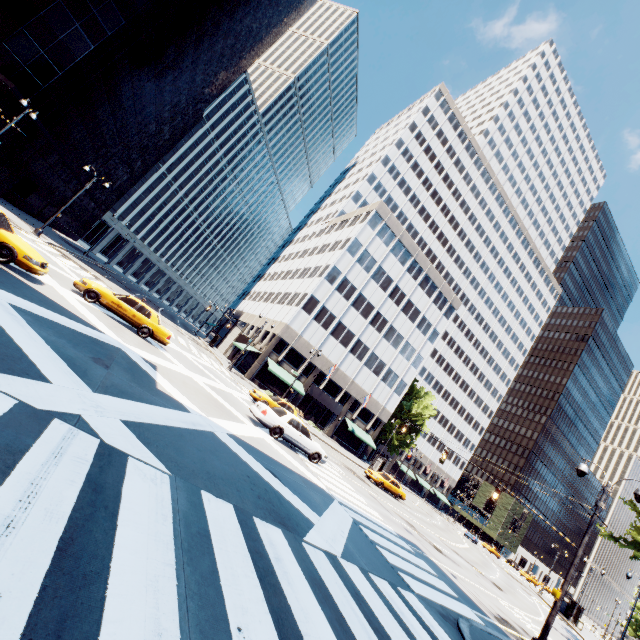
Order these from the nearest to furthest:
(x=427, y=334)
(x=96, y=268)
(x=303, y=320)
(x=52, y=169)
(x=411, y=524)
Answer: (x=411, y=524) → (x=52, y=169) → (x=96, y=268) → (x=303, y=320) → (x=427, y=334)

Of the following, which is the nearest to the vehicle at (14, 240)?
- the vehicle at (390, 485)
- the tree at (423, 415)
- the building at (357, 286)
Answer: the tree at (423, 415)

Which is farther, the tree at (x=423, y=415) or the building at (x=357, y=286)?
the tree at (x=423, y=415)

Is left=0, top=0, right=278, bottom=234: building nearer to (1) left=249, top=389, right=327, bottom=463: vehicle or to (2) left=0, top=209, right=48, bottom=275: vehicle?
(2) left=0, top=209, right=48, bottom=275: vehicle

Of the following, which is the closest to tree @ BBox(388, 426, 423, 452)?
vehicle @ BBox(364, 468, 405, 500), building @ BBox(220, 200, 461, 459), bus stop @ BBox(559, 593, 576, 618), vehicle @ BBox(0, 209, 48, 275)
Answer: building @ BBox(220, 200, 461, 459)

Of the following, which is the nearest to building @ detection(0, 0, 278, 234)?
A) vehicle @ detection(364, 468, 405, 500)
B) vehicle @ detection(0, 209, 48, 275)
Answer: vehicle @ detection(0, 209, 48, 275)

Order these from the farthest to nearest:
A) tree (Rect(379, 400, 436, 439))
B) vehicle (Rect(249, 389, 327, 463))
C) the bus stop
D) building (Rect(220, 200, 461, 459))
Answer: tree (Rect(379, 400, 436, 439))
building (Rect(220, 200, 461, 459))
the bus stop
vehicle (Rect(249, 389, 327, 463))

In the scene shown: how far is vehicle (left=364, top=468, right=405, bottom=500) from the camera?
30.6m
